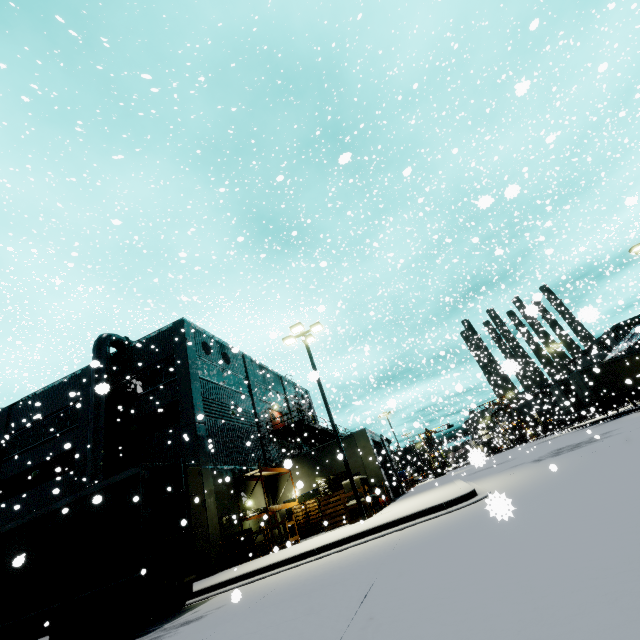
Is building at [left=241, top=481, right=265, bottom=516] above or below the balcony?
below

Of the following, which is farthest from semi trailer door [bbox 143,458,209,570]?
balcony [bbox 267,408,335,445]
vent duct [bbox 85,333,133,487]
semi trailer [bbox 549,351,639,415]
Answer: balcony [bbox 267,408,335,445]

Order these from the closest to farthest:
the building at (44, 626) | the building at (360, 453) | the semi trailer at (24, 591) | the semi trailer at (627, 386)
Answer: the semi trailer at (24, 591)
the building at (44, 626)
the building at (360, 453)
the semi trailer at (627, 386)

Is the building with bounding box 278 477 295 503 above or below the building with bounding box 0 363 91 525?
below

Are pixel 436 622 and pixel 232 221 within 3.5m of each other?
no

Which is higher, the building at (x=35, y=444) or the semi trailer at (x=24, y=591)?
the building at (x=35, y=444)

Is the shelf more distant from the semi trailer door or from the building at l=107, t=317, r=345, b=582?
the semi trailer door
